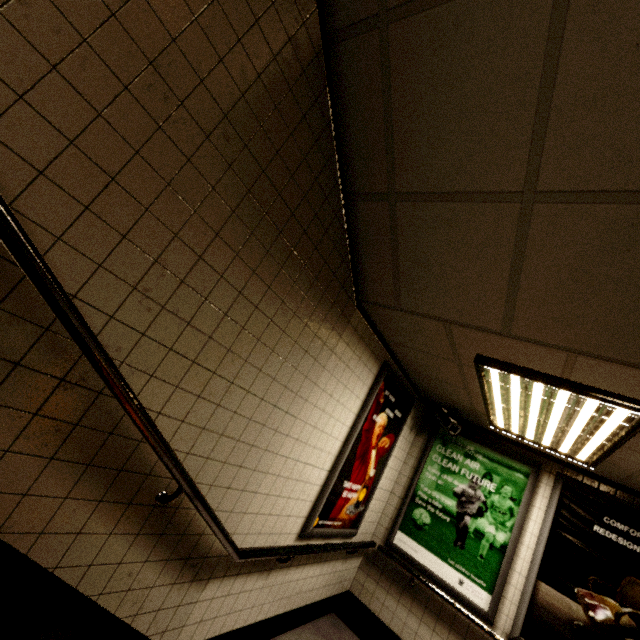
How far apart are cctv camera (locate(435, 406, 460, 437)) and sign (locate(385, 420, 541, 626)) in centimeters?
16cm

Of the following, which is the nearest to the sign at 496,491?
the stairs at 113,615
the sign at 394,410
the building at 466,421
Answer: the building at 466,421

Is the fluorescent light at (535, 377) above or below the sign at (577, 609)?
above

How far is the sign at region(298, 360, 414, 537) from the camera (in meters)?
3.03

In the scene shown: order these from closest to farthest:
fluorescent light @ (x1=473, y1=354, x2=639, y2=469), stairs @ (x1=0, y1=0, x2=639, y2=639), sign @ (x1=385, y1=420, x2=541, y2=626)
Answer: stairs @ (x1=0, y1=0, x2=639, y2=639)
fluorescent light @ (x1=473, y1=354, x2=639, y2=469)
sign @ (x1=385, y1=420, x2=541, y2=626)

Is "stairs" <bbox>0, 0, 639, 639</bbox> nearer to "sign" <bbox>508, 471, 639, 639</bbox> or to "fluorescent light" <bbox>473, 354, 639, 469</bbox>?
"fluorescent light" <bbox>473, 354, 639, 469</bbox>

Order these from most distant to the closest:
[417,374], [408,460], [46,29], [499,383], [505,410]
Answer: [408,460]
[417,374]
[505,410]
[499,383]
[46,29]

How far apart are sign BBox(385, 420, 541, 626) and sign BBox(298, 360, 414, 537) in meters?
0.7
